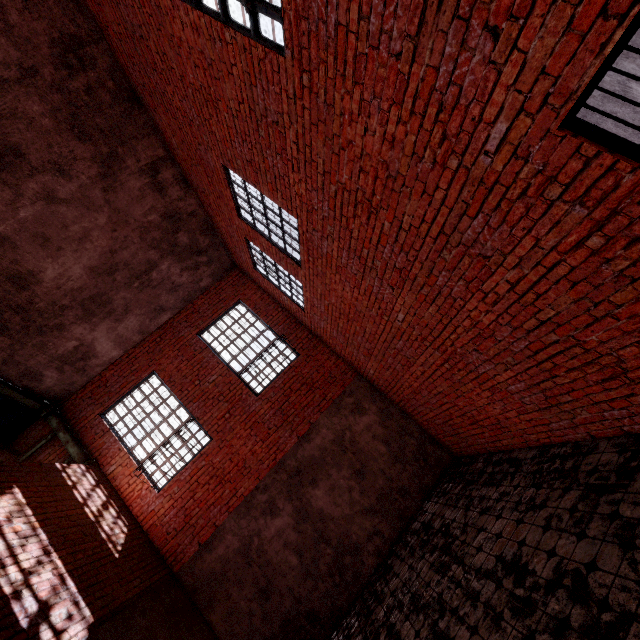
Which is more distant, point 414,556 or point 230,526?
point 230,526

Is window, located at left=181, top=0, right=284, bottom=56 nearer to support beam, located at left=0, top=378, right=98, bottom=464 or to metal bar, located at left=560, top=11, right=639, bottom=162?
metal bar, located at left=560, top=11, right=639, bottom=162

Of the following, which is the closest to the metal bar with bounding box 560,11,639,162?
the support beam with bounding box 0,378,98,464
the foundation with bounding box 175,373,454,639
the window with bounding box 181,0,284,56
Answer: the window with bounding box 181,0,284,56

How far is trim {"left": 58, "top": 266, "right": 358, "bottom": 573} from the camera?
7.16m

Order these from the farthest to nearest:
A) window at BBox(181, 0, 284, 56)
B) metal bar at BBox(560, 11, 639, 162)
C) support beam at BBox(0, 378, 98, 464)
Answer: support beam at BBox(0, 378, 98, 464) < window at BBox(181, 0, 284, 56) < metal bar at BBox(560, 11, 639, 162)

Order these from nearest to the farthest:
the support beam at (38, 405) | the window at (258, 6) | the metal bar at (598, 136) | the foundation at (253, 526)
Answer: the metal bar at (598, 136)
the window at (258, 6)
the foundation at (253, 526)
the support beam at (38, 405)

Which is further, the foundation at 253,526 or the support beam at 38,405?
the support beam at 38,405

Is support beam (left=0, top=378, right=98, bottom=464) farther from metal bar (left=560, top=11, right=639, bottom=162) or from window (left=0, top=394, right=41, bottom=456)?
metal bar (left=560, top=11, right=639, bottom=162)
